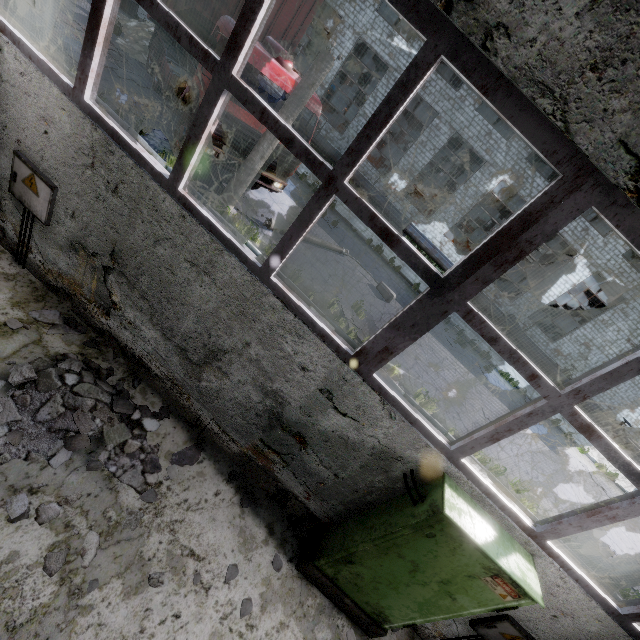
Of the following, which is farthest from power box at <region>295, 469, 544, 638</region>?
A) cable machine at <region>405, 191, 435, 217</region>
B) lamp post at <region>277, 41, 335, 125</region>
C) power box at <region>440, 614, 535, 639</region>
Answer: cable machine at <region>405, 191, 435, 217</region>

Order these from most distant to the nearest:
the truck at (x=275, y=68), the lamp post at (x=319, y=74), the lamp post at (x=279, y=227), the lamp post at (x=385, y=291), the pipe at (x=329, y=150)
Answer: the pipe at (x=329, y=150)
the lamp post at (x=385, y=291)
the lamp post at (x=279, y=227)
the truck at (x=275, y=68)
the lamp post at (x=319, y=74)

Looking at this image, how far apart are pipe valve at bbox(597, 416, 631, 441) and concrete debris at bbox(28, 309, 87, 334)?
28.2 meters

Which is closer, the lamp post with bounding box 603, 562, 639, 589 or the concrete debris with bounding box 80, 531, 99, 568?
the concrete debris with bounding box 80, 531, 99, 568

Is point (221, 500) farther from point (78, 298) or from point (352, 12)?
point (352, 12)

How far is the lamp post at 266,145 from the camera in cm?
821

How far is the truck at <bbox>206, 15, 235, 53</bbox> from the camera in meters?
7.3 m

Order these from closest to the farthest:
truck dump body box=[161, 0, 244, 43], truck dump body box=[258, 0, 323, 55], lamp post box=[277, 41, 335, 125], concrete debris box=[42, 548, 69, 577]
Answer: concrete debris box=[42, 548, 69, 577] < lamp post box=[277, 41, 335, 125] < truck dump body box=[161, 0, 244, 43] < truck dump body box=[258, 0, 323, 55]
